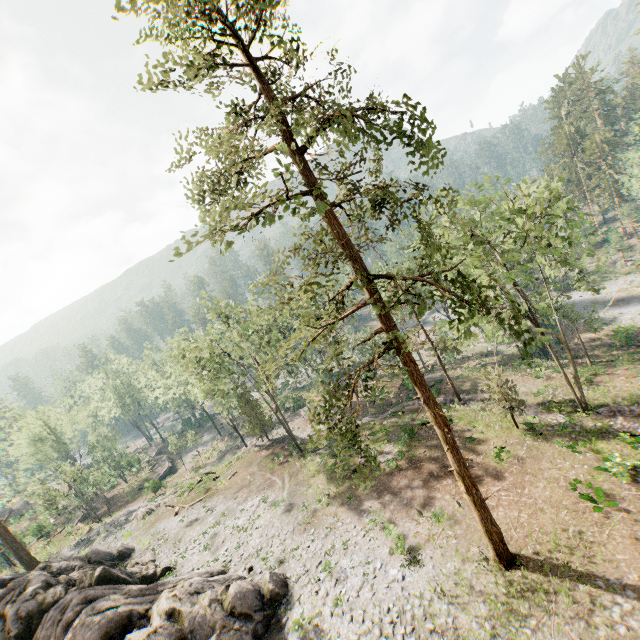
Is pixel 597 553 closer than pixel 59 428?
Yes

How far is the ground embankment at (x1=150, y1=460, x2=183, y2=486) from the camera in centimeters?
4567cm

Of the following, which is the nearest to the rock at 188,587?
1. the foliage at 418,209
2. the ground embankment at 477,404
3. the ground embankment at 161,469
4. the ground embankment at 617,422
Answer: the foliage at 418,209

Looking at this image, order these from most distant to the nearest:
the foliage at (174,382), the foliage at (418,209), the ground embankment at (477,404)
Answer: the foliage at (174,382) < the ground embankment at (477,404) < the foliage at (418,209)

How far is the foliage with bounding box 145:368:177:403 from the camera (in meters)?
57.38

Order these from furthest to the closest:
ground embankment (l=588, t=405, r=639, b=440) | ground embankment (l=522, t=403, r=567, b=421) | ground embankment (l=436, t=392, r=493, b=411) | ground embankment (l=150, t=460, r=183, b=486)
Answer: ground embankment (l=150, t=460, r=183, b=486), ground embankment (l=436, t=392, r=493, b=411), ground embankment (l=522, t=403, r=567, b=421), ground embankment (l=588, t=405, r=639, b=440)

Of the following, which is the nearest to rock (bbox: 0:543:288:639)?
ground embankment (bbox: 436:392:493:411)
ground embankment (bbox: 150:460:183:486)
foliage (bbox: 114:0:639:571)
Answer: foliage (bbox: 114:0:639:571)

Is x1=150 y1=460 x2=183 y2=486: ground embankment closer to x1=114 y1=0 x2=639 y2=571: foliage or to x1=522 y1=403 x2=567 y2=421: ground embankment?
x1=114 y1=0 x2=639 y2=571: foliage
